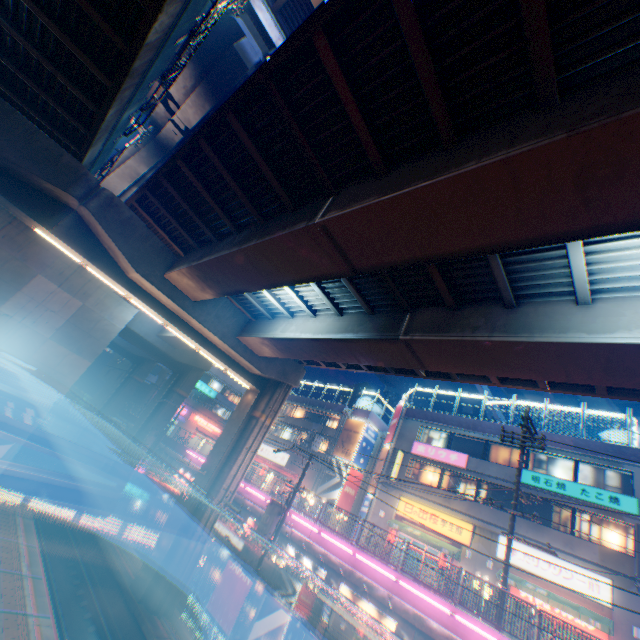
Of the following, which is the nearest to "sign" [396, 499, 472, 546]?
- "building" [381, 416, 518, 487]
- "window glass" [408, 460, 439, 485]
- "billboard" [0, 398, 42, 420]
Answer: "building" [381, 416, 518, 487]

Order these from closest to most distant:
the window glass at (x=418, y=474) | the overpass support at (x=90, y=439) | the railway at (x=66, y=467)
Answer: the window glass at (x=418, y=474)
the railway at (x=66, y=467)
the overpass support at (x=90, y=439)

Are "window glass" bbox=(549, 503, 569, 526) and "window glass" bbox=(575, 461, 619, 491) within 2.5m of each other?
yes

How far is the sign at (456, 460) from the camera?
24.7m

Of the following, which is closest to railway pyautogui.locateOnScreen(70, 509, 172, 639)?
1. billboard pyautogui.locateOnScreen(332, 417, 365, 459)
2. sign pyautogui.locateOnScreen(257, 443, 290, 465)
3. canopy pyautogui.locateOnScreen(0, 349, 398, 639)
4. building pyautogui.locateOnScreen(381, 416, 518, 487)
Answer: canopy pyautogui.locateOnScreen(0, 349, 398, 639)

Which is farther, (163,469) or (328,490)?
(328,490)

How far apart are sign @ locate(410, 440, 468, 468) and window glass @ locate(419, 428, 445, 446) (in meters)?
0.56

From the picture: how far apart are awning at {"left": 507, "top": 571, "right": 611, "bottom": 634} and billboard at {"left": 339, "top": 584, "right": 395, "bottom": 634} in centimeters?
1126cm
